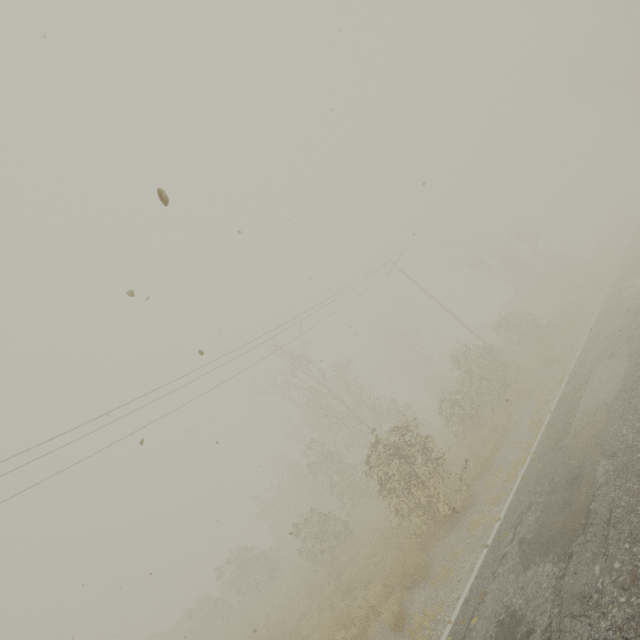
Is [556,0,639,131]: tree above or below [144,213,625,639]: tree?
above

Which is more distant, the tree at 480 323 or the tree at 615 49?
the tree at 615 49

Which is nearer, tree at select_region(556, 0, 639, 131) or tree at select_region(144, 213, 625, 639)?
tree at select_region(144, 213, 625, 639)

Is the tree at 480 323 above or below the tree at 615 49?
below

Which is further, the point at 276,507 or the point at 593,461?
the point at 276,507
